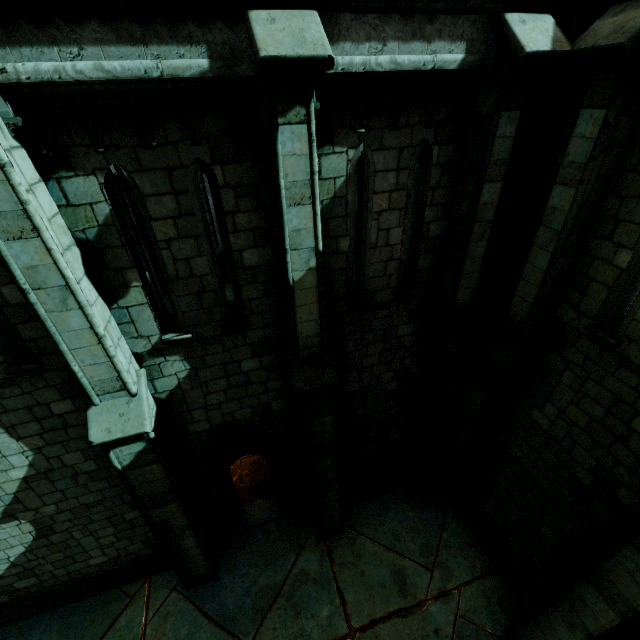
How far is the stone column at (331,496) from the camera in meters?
3.2

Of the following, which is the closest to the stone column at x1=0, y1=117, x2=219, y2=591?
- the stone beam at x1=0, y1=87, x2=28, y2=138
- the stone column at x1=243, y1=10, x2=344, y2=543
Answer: the stone beam at x1=0, y1=87, x2=28, y2=138

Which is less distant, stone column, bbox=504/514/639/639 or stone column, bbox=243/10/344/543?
stone column, bbox=243/10/344/543

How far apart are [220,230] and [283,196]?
1.14m

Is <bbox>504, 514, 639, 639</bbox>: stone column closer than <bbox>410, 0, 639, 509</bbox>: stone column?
No

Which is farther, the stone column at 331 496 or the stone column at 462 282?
the stone column at 462 282

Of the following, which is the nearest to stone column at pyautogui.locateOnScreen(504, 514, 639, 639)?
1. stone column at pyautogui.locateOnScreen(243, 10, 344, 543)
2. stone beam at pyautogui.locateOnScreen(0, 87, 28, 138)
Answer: stone column at pyautogui.locateOnScreen(243, 10, 344, 543)

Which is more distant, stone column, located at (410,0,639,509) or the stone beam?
stone column, located at (410,0,639,509)
